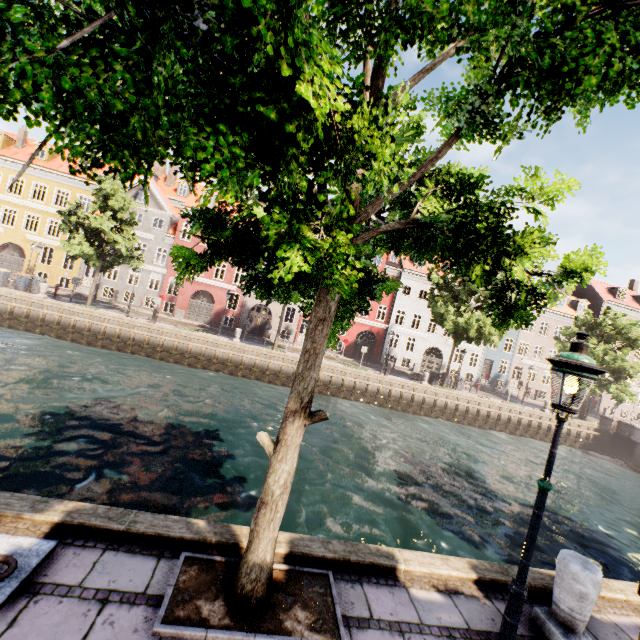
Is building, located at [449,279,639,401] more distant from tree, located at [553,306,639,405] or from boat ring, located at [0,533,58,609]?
boat ring, located at [0,533,58,609]

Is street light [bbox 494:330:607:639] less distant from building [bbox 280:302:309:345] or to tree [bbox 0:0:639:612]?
tree [bbox 0:0:639:612]

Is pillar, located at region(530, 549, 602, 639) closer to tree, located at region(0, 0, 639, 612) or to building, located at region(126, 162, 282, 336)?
tree, located at region(0, 0, 639, 612)

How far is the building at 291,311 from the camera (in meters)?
34.09

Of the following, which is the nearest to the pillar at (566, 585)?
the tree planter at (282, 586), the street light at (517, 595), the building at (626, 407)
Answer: the street light at (517, 595)

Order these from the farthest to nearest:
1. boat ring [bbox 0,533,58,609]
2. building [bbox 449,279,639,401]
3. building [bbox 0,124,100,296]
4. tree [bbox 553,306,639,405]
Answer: A: building [bbox 449,279,639,401], building [bbox 0,124,100,296], tree [bbox 553,306,639,405], boat ring [bbox 0,533,58,609]

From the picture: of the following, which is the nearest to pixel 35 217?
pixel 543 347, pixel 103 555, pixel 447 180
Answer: pixel 103 555

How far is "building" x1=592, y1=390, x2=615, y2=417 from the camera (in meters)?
40.12
